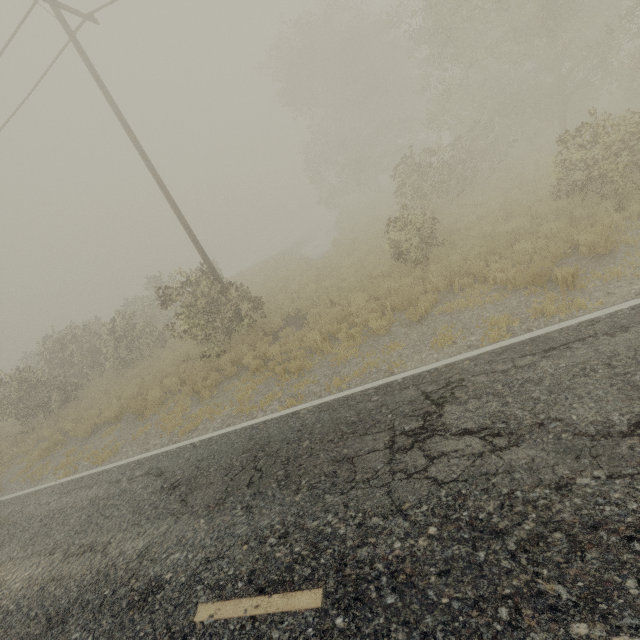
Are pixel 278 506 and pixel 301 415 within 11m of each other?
yes
